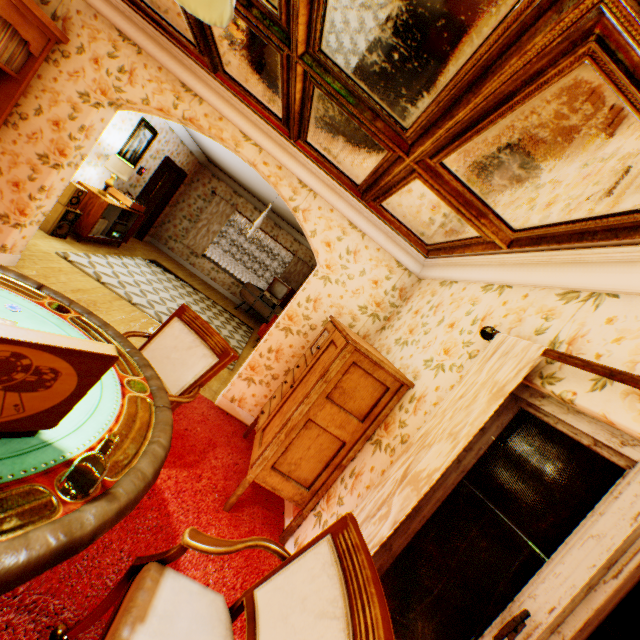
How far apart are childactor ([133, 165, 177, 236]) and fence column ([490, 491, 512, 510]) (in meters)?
27.98

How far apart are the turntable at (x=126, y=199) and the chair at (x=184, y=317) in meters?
5.6 m

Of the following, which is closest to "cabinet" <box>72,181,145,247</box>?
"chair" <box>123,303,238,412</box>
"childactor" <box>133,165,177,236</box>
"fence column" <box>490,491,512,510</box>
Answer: "childactor" <box>133,165,177,236</box>

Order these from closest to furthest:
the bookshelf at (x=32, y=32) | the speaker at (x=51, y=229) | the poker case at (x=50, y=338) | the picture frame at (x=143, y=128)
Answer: the poker case at (x=50, y=338) → the bookshelf at (x=32, y=32) → the speaker at (x=51, y=229) → the picture frame at (x=143, y=128)

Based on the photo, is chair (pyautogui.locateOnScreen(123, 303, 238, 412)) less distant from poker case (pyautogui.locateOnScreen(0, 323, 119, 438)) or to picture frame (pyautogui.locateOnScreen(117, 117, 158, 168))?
poker case (pyautogui.locateOnScreen(0, 323, 119, 438))

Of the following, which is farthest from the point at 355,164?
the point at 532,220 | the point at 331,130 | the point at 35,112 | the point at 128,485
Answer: the point at 35,112

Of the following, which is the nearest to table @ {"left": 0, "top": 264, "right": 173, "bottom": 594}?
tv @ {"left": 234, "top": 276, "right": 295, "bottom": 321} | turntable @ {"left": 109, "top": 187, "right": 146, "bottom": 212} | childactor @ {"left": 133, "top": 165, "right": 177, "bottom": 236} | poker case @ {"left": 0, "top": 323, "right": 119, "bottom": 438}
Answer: poker case @ {"left": 0, "top": 323, "right": 119, "bottom": 438}

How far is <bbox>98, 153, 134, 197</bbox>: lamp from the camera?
5.9 meters
